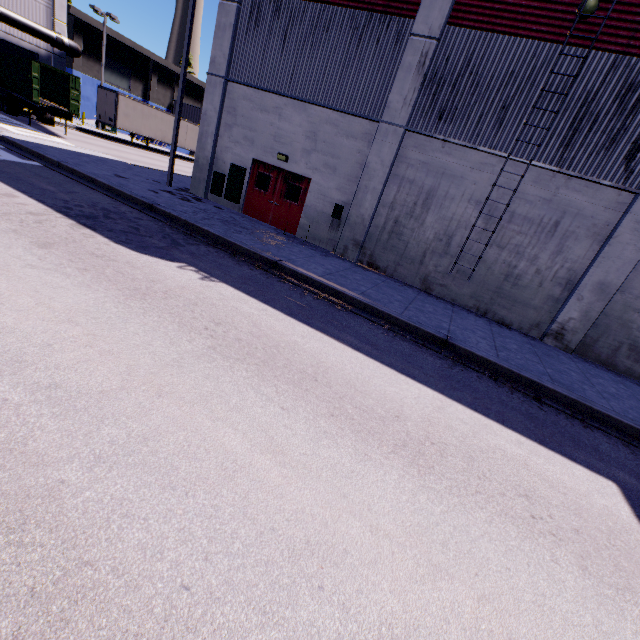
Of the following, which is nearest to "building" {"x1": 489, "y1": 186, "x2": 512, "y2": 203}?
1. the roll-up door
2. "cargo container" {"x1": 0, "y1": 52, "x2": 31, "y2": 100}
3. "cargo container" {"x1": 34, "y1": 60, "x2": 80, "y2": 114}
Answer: the roll-up door

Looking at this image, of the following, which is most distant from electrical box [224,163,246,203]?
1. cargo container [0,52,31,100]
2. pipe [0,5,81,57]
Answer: pipe [0,5,81,57]

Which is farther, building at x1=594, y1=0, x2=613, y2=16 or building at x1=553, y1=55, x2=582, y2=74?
building at x1=553, y1=55, x2=582, y2=74

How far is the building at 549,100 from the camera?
9.37m

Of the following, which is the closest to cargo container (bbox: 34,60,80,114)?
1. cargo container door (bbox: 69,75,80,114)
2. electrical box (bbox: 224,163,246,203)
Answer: cargo container door (bbox: 69,75,80,114)

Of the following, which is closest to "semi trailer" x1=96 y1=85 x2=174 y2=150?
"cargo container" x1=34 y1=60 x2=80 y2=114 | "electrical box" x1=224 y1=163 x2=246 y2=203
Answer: "cargo container" x1=34 y1=60 x2=80 y2=114

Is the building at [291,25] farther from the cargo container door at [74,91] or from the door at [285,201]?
the cargo container door at [74,91]

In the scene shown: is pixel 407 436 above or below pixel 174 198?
below
